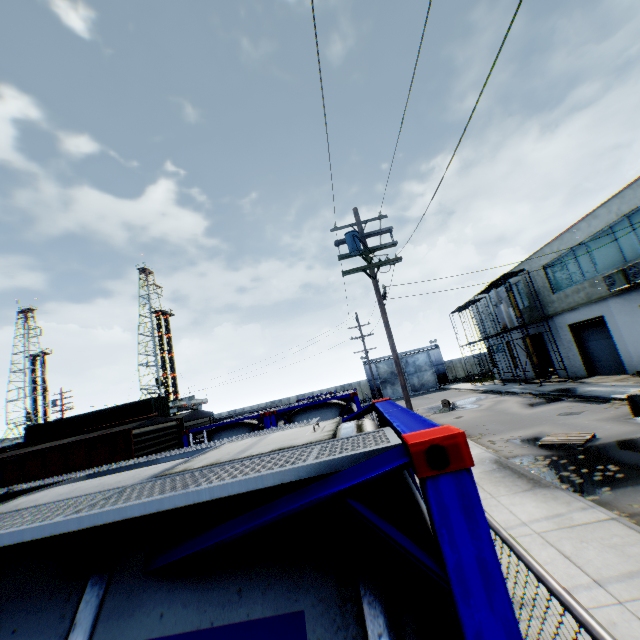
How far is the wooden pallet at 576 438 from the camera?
10.2 meters

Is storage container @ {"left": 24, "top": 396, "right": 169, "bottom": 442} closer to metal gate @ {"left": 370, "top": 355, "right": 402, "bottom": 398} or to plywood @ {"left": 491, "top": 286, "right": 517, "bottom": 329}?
metal gate @ {"left": 370, "top": 355, "right": 402, "bottom": 398}

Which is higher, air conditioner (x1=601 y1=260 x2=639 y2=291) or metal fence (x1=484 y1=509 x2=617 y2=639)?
air conditioner (x1=601 y1=260 x2=639 y2=291)

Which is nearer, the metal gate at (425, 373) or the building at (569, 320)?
the building at (569, 320)

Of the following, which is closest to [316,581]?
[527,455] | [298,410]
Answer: [298,410]

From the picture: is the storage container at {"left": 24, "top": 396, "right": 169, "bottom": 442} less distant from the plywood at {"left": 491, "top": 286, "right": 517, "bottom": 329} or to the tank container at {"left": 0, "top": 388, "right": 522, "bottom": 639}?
the tank container at {"left": 0, "top": 388, "right": 522, "bottom": 639}

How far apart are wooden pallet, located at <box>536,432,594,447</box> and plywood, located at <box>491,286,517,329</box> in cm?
1559

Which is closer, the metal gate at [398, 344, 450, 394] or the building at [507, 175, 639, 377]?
the building at [507, 175, 639, 377]
